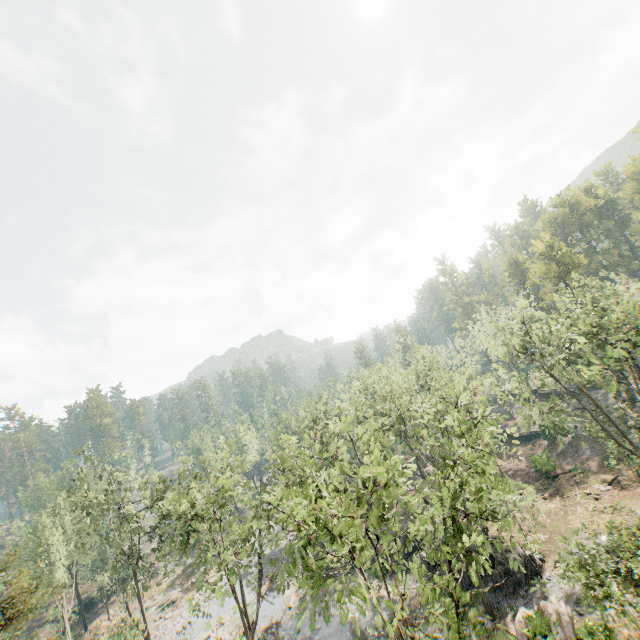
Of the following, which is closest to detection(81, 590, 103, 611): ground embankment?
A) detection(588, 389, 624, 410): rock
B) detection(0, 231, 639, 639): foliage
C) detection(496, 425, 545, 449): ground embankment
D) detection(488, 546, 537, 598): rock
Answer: detection(0, 231, 639, 639): foliage

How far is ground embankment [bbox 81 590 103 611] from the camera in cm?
5028

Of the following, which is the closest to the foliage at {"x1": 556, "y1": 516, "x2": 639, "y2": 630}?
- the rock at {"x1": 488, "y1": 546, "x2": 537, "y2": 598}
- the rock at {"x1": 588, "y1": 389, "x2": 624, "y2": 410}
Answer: the rock at {"x1": 588, "y1": 389, "x2": 624, "y2": 410}

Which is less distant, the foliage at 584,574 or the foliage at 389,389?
the foliage at 389,389

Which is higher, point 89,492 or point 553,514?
point 89,492

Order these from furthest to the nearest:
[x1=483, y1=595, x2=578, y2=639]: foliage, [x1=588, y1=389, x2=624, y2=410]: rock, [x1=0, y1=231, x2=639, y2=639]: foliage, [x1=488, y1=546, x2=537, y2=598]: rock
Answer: [x1=588, y1=389, x2=624, y2=410]: rock, [x1=488, y1=546, x2=537, y2=598]: rock, [x1=483, y1=595, x2=578, y2=639]: foliage, [x1=0, y1=231, x2=639, y2=639]: foliage

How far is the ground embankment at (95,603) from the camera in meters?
50.3 m
